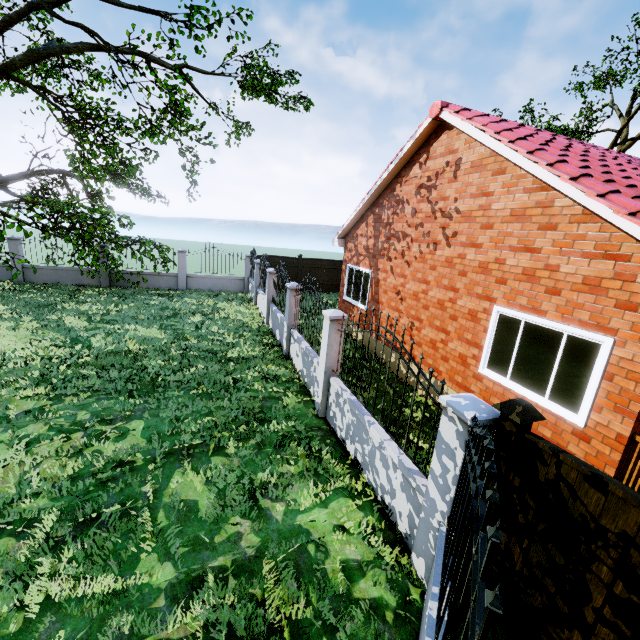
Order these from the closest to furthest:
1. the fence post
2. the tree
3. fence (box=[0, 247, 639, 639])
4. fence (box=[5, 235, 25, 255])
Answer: fence (box=[0, 247, 639, 639]), the fence post, the tree, fence (box=[5, 235, 25, 255])

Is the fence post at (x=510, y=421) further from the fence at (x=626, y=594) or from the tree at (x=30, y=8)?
the tree at (x=30, y=8)

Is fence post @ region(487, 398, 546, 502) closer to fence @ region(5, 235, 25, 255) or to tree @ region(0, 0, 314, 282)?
fence @ region(5, 235, 25, 255)

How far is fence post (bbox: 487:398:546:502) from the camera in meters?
2.9 m

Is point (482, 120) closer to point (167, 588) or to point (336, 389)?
point (336, 389)

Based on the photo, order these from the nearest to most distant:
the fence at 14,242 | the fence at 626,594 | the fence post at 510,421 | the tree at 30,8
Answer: the fence at 626,594 → the fence post at 510,421 → the tree at 30,8 → the fence at 14,242

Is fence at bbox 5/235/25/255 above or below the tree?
below

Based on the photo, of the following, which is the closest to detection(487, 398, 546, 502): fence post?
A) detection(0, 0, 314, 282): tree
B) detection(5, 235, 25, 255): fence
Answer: detection(5, 235, 25, 255): fence
